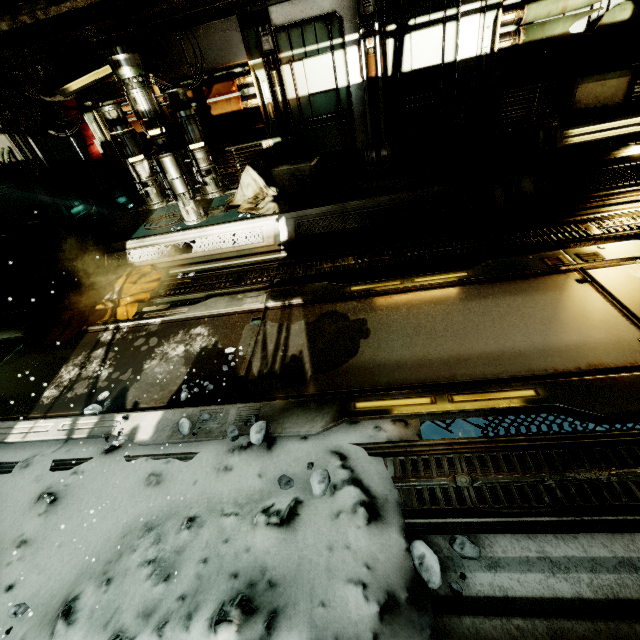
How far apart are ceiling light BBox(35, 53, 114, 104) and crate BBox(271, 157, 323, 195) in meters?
2.5 m

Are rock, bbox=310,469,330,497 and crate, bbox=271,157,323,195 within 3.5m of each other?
no

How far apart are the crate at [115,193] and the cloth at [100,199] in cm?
2

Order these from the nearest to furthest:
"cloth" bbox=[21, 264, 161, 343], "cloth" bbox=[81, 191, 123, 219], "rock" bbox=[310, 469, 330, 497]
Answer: "rock" bbox=[310, 469, 330, 497]
"cloth" bbox=[21, 264, 161, 343]
"cloth" bbox=[81, 191, 123, 219]

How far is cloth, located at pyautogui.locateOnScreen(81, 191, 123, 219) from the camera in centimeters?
757cm

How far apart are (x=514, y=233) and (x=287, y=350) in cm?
342

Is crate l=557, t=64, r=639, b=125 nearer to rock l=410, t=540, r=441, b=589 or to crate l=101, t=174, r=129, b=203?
rock l=410, t=540, r=441, b=589

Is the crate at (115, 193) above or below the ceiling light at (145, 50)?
below
